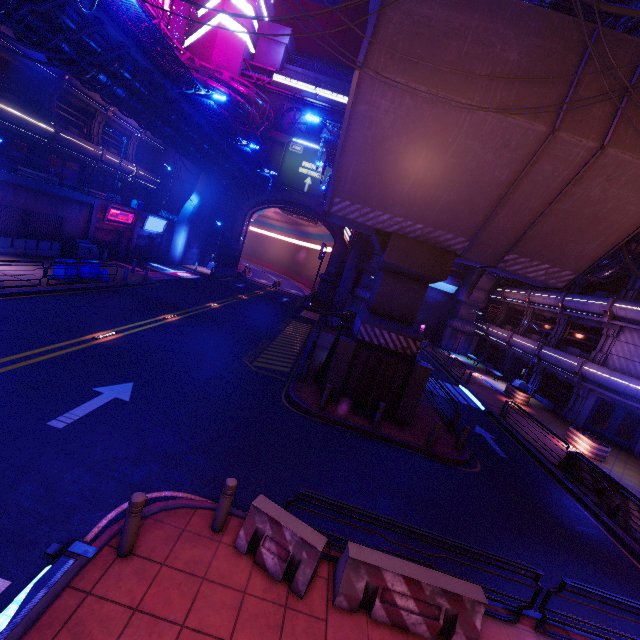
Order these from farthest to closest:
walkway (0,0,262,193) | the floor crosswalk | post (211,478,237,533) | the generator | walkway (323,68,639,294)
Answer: the generator
walkway (0,0,262,193)
walkway (323,68,639,294)
post (211,478,237,533)
the floor crosswalk

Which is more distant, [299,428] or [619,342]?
[619,342]

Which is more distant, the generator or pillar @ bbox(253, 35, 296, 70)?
pillar @ bbox(253, 35, 296, 70)

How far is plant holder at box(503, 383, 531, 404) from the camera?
24.3m

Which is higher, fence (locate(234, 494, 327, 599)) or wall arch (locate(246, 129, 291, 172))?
wall arch (locate(246, 129, 291, 172))

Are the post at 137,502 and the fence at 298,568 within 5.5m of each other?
yes

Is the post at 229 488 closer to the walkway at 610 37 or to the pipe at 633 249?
the walkway at 610 37

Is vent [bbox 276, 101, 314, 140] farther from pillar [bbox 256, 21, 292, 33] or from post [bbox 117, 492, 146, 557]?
post [bbox 117, 492, 146, 557]
